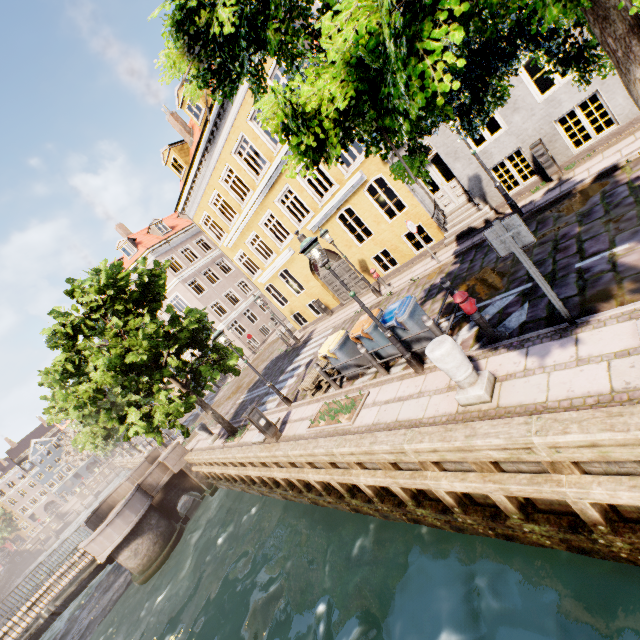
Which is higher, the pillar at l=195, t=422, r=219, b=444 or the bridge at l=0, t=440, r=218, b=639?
the pillar at l=195, t=422, r=219, b=444

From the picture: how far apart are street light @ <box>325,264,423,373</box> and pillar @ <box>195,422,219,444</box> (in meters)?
12.14

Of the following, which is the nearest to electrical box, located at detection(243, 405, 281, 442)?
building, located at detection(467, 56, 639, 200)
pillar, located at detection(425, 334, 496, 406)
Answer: pillar, located at detection(425, 334, 496, 406)

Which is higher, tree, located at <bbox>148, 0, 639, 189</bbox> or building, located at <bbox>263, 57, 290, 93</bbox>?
building, located at <bbox>263, 57, 290, 93</bbox>

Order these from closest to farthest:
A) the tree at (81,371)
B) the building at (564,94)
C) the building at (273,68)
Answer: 1. the building at (564,94)
2. the tree at (81,371)
3. the building at (273,68)

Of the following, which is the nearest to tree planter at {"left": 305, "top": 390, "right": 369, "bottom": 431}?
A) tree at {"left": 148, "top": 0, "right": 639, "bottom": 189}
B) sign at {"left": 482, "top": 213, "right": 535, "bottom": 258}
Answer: sign at {"left": 482, "top": 213, "right": 535, "bottom": 258}

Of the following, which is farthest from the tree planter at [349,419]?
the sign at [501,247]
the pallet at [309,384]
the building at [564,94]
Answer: the building at [564,94]

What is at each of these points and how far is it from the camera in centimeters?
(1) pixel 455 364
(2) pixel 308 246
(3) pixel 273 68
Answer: (1) pillar, 477cm
(2) street light, 607cm
(3) building, 1226cm
